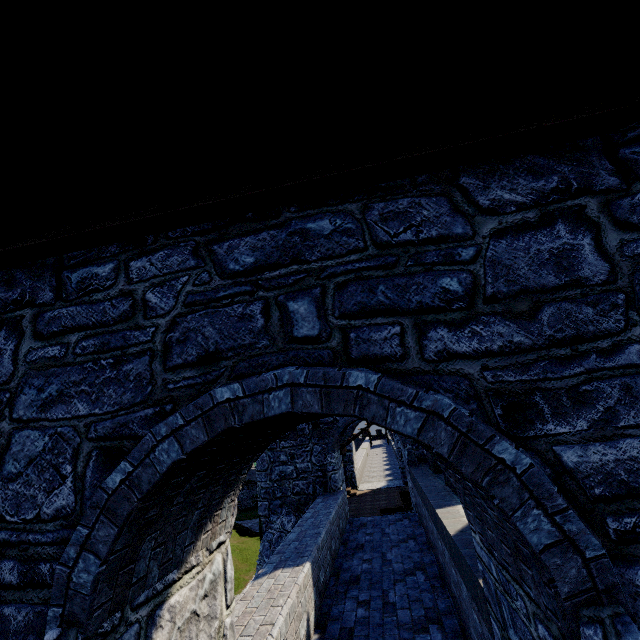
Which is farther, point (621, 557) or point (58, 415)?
point (58, 415)
